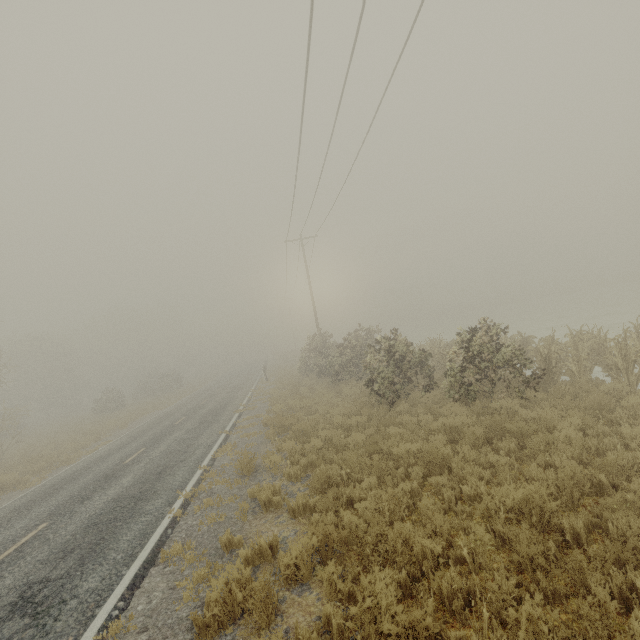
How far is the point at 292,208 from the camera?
18.7m

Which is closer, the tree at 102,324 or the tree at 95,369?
the tree at 95,369

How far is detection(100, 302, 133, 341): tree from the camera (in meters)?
57.84

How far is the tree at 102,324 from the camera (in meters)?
57.84

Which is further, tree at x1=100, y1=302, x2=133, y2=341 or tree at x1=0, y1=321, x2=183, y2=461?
tree at x1=100, y1=302, x2=133, y2=341
